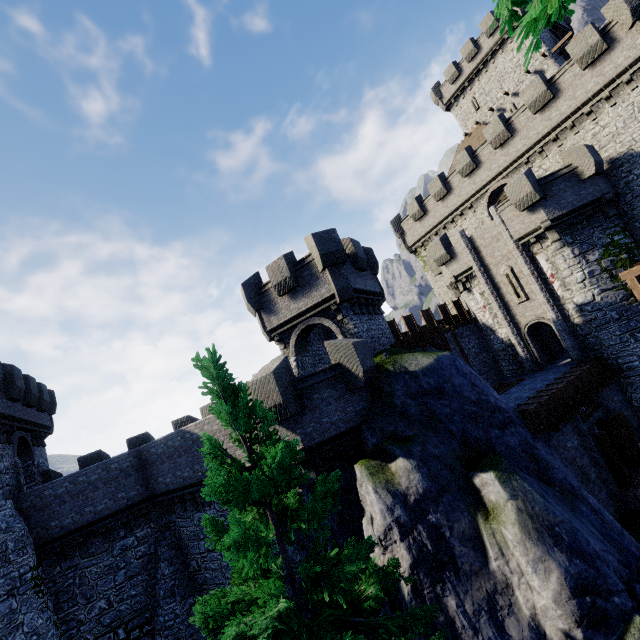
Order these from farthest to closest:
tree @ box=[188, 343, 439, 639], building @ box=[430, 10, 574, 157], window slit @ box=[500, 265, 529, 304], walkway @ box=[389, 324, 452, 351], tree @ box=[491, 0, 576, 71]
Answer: building @ box=[430, 10, 574, 157]
window slit @ box=[500, 265, 529, 304]
walkway @ box=[389, 324, 452, 351]
tree @ box=[188, 343, 439, 639]
tree @ box=[491, 0, 576, 71]

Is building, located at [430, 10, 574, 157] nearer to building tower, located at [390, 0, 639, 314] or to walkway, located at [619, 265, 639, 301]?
building tower, located at [390, 0, 639, 314]

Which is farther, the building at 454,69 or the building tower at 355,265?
the building at 454,69

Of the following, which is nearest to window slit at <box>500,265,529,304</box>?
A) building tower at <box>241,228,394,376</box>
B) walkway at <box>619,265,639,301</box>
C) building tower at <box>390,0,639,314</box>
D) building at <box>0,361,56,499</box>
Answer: building tower at <box>390,0,639,314</box>

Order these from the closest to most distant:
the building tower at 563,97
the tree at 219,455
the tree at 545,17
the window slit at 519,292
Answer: the tree at 545,17 → the tree at 219,455 → the building tower at 563,97 → the window slit at 519,292

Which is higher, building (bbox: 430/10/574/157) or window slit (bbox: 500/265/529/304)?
building (bbox: 430/10/574/157)

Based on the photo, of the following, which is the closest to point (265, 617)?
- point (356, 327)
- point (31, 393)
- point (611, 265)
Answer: point (356, 327)

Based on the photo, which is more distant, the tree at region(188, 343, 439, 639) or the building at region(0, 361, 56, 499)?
the building at region(0, 361, 56, 499)
